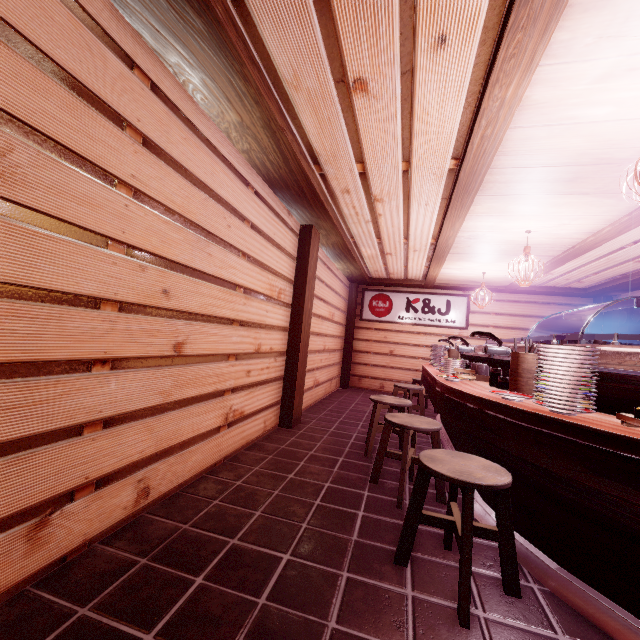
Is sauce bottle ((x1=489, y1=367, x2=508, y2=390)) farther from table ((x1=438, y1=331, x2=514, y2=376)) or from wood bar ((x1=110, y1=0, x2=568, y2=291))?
wood bar ((x1=110, y1=0, x2=568, y2=291))

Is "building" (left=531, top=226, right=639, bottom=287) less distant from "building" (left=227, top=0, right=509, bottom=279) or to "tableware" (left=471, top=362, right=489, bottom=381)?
"building" (left=227, top=0, right=509, bottom=279)

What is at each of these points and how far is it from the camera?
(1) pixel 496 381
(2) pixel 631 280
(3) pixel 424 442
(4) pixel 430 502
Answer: (1) sauce bottle, 5.04m
(2) wood bar, 10.38m
(3) building, 7.94m
(4) building, 4.86m

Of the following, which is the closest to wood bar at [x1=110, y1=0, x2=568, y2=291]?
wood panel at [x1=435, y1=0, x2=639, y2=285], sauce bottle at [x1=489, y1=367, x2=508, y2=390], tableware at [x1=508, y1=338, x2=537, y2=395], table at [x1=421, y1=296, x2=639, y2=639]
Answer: wood panel at [x1=435, y1=0, x2=639, y2=285]

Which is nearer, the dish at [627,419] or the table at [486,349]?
the dish at [627,419]

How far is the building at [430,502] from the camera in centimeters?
463cm

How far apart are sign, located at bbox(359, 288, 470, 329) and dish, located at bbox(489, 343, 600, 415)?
12.04m

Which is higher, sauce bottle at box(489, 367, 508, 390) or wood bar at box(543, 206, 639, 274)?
wood bar at box(543, 206, 639, 274)
